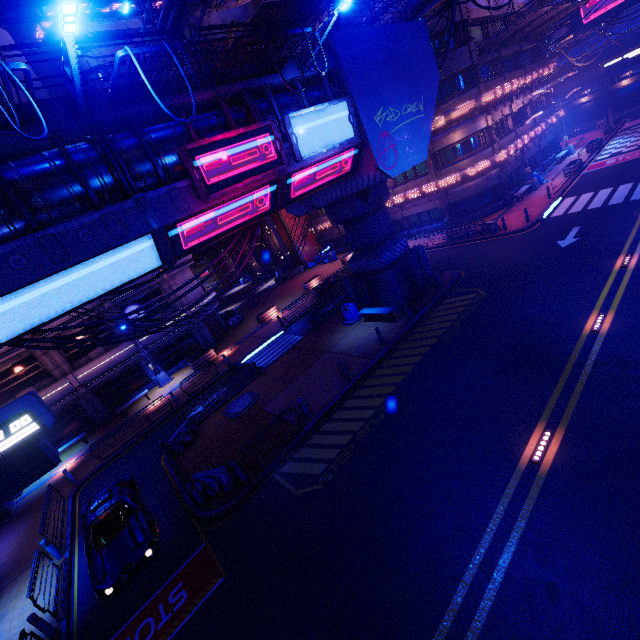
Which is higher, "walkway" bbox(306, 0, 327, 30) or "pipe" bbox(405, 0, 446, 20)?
"walkway" bbox(306, 0, 327, 30)

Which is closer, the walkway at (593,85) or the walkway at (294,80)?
the walkway at (294,80)

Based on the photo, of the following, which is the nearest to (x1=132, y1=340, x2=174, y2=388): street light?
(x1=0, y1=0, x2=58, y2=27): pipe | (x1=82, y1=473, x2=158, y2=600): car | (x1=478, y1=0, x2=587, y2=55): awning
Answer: (x1=82, y1=473, x2=158, y2=600): car

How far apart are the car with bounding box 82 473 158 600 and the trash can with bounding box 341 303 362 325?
14.0 meters

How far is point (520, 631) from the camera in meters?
5.9

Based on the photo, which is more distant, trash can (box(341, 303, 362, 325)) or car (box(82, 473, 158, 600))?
trash can (box(341, 303, 362, 325))

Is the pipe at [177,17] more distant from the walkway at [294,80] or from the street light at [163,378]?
the street light at [163,378]

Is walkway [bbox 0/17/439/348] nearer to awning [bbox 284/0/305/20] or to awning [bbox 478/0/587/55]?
awning [bbox 284/0/305/20]
